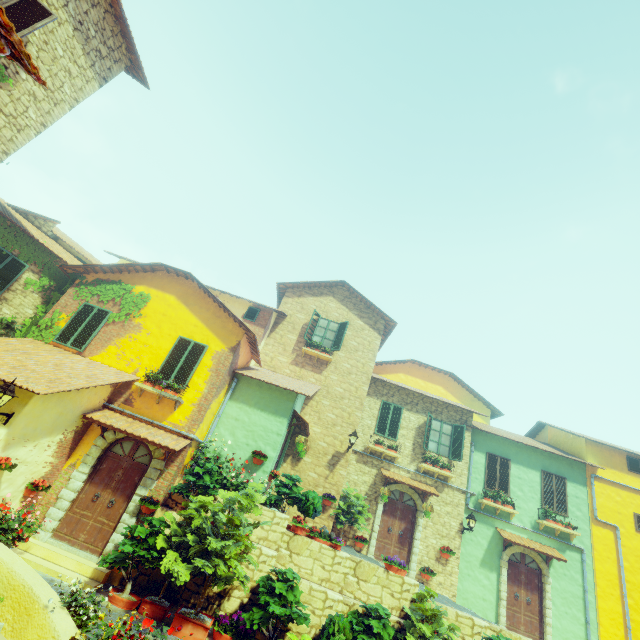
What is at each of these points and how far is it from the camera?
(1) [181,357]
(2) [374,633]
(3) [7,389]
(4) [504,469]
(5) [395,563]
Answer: (1) window, 10.98m
(2) flower pot, 7.75m
(3) street light, 6.80m
(4) window, 15.08m
(5) flower pot, 9.20m

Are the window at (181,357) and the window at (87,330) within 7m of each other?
yes

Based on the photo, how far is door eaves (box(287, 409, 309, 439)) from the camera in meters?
11.8

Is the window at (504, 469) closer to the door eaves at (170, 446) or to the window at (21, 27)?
the door eaves at (170, 446)

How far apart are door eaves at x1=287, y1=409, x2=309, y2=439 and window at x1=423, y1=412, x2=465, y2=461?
5.2 meters

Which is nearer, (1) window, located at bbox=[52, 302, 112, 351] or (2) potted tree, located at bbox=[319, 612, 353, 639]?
(2) potted tree, located at bbox=[319, 612, 353, 639]

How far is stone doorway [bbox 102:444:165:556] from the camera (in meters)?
8.47

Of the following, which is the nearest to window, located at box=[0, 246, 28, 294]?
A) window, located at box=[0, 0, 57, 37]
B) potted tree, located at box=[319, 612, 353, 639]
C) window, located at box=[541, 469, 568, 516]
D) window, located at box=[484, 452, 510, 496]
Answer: window, located at box=[0, 0, 57, 37]
